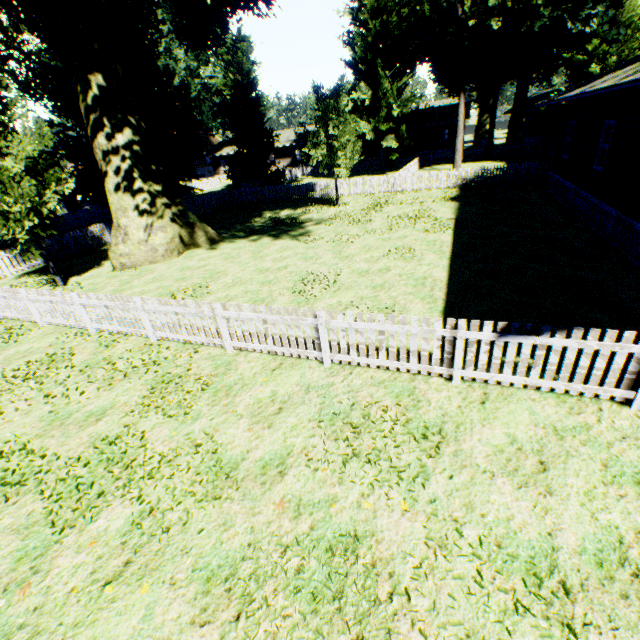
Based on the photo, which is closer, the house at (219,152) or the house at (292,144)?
the house at (292,144)

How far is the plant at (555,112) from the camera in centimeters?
2862cm

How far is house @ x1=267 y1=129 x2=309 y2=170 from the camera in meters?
51.2 m

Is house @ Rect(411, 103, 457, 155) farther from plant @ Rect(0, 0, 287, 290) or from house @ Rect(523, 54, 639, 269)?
house @ Rect(523, 54, 639, 269)

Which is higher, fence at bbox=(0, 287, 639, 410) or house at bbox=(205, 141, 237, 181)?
house at bbox=(205, 141, 237, 181)

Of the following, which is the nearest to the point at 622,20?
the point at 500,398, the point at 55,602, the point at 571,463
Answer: the point at 500,398

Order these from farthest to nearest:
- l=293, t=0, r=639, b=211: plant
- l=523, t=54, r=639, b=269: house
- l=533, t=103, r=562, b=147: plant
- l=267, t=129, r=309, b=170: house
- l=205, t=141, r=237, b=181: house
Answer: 1. l=205, t=141, r=237, b=181: house
2. l=267, t=129, r=309, b=170: house
3. l=533, t=103, r=562, b=147: plant
4. l=293, t=0, r=639, b=211: plant
5. l=523, t=54, r=639, b=269: house
